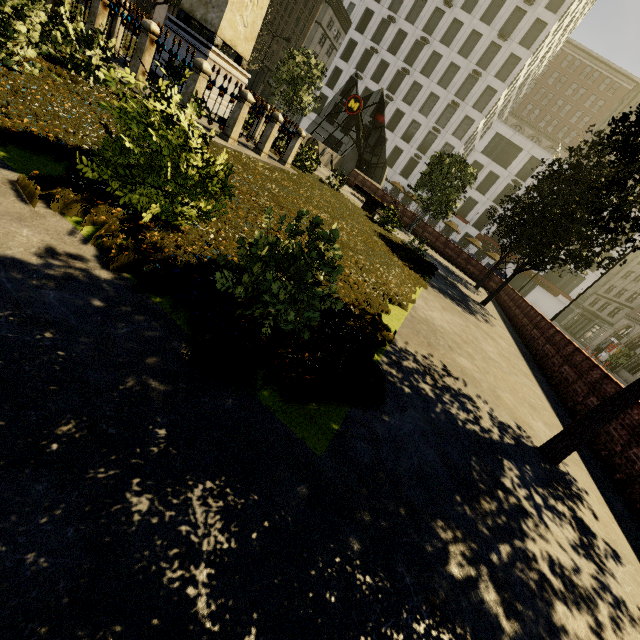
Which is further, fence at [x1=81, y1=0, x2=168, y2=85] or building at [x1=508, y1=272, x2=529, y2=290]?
building at [x1=508, y1=272, x2=529, y2=290]

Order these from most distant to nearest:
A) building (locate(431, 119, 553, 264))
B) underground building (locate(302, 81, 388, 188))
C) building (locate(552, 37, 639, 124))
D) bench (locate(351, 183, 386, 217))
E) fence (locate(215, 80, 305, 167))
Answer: building (locate(552, 37, 639, 124))
building (locate(431, 119, 553, 264))
underground building (locate(302, 81, 388, 188))
bench (locate(351, 183, 386, 217))
fence (locate(215, 80, 305, 167))

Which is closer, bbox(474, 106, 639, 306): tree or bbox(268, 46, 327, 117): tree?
bbox(474, 106, 639, 306): tree

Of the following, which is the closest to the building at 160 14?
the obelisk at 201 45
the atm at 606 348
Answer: the obelisk at 201 45

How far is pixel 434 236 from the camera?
24.17m

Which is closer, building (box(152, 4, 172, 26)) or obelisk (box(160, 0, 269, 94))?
obelisk (box(160, 0, 269, 94))

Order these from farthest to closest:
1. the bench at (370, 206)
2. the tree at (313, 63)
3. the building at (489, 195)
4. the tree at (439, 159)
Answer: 1. the building at (489, 195)
2. the tree at (313, 63)
3. the tree at (439, 159)
4. the bench at (370, 206)

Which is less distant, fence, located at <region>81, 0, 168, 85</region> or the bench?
fence, located at <region>81, 0, 168, 85</region>
